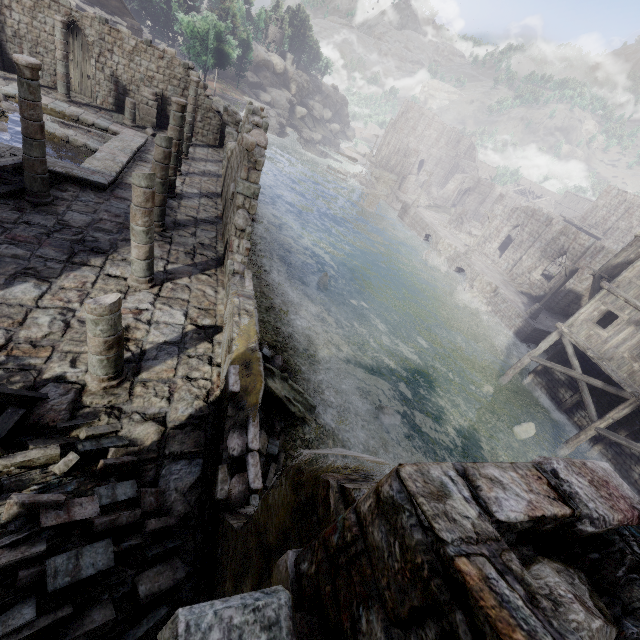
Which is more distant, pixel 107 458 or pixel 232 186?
pixel 232 186

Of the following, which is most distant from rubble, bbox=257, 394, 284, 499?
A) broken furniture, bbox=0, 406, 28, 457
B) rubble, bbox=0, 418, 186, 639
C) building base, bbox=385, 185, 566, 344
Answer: building base, bbox=385, 185, 566, 344

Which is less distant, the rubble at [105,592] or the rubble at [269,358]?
the rubble at [105,592]

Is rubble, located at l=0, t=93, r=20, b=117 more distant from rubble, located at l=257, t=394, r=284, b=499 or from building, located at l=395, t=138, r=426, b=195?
rubble, located at l=257, t=394, r=284, b=499

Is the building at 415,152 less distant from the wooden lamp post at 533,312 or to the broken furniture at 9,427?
the broken furniture at 9,427

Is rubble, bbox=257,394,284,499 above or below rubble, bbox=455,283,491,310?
above

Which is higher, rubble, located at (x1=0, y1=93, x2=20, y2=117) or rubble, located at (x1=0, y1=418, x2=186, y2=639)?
rubble, located at (x1=0, y1=418, x2=186, y2=639)

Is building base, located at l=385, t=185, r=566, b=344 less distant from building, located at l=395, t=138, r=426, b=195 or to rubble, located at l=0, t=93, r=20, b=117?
building, located at l=395, t=138, r=426, b=195
